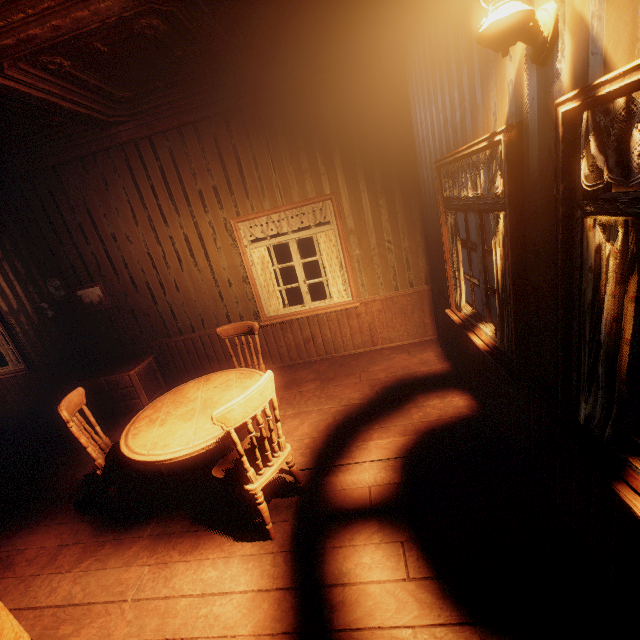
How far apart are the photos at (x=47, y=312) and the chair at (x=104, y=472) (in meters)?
2.52

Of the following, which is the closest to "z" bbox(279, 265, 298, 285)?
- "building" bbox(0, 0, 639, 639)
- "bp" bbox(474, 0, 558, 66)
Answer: "building" bbox(0, 0, 639, 639)

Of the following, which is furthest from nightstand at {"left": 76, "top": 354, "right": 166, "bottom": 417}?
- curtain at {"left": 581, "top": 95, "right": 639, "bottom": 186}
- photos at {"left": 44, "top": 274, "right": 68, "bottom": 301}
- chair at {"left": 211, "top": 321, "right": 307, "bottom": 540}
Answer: chair at {"left": 211, "top": 321, "right": 307, "bottom": 540}

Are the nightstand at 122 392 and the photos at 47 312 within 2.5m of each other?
yes

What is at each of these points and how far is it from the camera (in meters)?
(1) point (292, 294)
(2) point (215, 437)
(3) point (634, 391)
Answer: (1) z, 14.55
(2) table, 2.54
(3) z, 4.34

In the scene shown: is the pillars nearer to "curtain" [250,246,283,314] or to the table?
the table

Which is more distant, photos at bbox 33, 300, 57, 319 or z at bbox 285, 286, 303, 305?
z at bbox 285, 286, 303, 305

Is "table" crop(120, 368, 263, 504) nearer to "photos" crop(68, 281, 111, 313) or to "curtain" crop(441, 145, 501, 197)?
"curtain" crop(441, 145, 501, 197)
